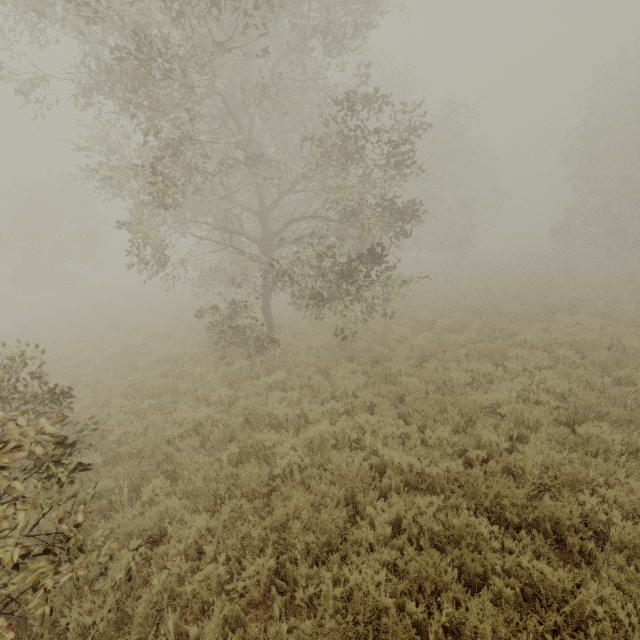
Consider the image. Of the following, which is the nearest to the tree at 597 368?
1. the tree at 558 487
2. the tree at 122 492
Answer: the tree at 122 492

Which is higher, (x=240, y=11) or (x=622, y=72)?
(x=622, y=72)

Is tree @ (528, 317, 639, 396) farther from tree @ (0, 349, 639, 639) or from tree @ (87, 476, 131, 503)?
tree @ (0, 349, 639, 639)

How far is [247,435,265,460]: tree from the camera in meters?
6.5 m

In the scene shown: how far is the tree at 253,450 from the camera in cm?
648

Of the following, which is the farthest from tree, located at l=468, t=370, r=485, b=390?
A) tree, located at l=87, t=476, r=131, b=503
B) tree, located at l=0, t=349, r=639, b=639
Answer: tree, located at l=0, t=349, r=639, b=639
